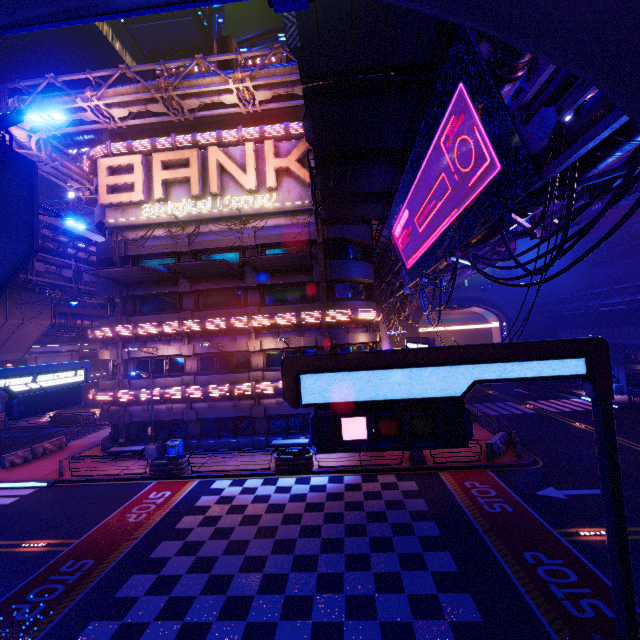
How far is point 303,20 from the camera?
8.2m

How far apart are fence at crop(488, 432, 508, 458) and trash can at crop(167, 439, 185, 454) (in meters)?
19.22

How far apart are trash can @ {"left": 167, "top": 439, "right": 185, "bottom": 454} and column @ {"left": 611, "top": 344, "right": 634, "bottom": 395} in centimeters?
4029cm

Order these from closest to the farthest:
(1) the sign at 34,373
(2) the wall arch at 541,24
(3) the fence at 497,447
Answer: (2) the wall arch at 541,24 < (1) the sign at 34,373 < (3) the fence at 497,447

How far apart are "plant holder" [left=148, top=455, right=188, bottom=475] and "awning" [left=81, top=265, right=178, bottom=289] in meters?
11.5

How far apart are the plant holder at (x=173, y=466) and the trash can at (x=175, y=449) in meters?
1.2 m

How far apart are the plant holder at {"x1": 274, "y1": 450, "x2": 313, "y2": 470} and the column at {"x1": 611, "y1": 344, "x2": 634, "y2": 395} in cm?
3269

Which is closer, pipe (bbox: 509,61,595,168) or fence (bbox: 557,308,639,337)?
pipe (bbox: 509,61,595,168)
